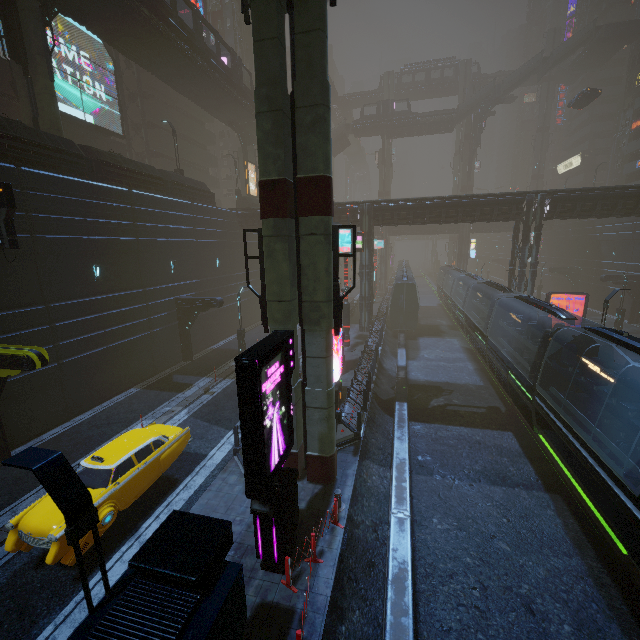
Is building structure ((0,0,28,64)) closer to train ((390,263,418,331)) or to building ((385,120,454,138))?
building ((385,120,454,138))

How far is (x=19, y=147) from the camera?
14.3 meters

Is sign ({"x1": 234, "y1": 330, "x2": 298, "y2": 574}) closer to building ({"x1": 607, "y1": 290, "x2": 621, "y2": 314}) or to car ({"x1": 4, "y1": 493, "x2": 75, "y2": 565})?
building ({"x1": 607, "y1": 290, "x2": 621, "y2": 314})

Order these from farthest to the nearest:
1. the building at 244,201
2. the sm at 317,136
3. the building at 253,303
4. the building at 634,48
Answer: the building at 634,48, the building at 244,201, the building at 253,303, the sm at 317,136

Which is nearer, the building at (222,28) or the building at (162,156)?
the building at (162,156)

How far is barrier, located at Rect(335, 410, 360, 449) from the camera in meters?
13.5 m

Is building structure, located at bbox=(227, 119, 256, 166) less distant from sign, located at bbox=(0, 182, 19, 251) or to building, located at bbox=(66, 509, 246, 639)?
building, located at bbox=(66, 509, 246, 639)

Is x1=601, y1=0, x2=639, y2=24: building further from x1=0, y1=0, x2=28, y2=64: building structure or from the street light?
x1=0, y1=0, x2=28, y2=64: building structure
